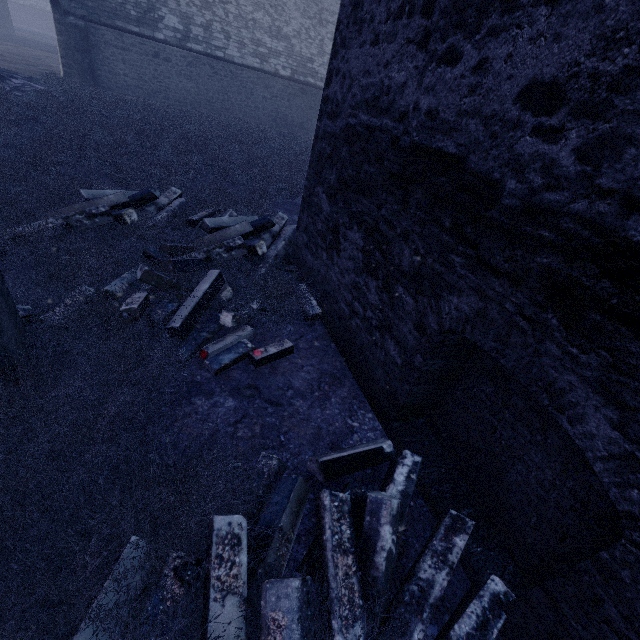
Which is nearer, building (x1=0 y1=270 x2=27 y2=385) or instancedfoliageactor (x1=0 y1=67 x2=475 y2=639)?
instancedfoliageactor (x1=0 y1=67 x2=475 y2=639)

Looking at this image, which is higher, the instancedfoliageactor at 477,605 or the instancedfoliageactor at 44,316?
A: the instancedfoliageactor at 44,316

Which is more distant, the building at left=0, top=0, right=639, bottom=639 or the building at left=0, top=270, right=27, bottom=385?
the building at left=0, top=270, right=27, bottom=385

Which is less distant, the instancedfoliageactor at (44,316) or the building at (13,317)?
the instancedfoliageactor at (44,316)

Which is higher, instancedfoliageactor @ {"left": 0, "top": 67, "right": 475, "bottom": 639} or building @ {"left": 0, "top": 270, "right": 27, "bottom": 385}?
building @ {"left": 0, "top": 270, "right": 27, "bottom": 385}

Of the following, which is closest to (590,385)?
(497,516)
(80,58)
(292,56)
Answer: (497,516)
